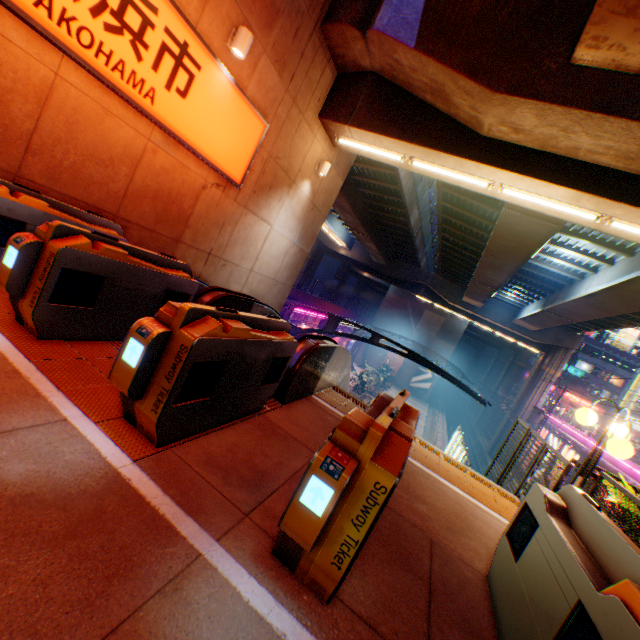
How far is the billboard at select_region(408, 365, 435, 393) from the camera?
45.1m

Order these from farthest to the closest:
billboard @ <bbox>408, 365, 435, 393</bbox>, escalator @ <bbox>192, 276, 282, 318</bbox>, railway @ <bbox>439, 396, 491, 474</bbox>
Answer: billboard @ <bbox>408, 365, 435, 393</bbox>, railway @ <bbox>439, 396, 491, 474</bbox>, escalator @ <bbox>192, 276, 282, 318</bbox>

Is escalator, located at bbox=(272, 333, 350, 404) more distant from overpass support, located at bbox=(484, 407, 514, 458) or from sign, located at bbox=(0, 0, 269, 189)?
overpass support, located at bbox=(484, 407, 514, 458)

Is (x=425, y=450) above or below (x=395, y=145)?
below

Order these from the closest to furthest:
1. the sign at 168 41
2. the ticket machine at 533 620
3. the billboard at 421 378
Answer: the ticket machine at 533 620 < the sign at 168 41 < the billboard at 421 378

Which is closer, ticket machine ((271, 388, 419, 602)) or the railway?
ticket machine ((271, 388, 419, 602))

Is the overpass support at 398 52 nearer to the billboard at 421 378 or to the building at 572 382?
the building at 572 382

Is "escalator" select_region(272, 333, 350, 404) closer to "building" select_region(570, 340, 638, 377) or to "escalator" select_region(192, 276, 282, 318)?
"escalator" select_region(192, 276, 282, 318)
